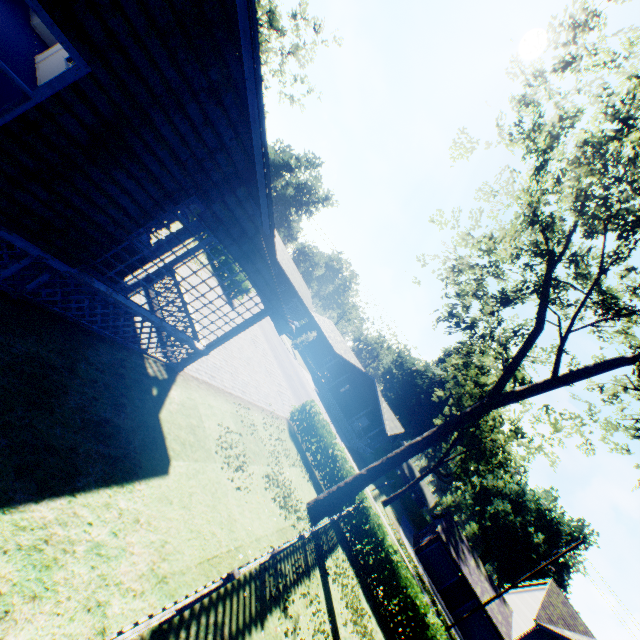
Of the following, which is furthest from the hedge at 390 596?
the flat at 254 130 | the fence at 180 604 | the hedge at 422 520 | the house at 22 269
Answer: the hedge at 422 520

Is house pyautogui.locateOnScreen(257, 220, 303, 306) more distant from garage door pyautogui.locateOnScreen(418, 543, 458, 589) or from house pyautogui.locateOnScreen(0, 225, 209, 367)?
garage door pyautogui.locateOnScreen(418, 543, 458, 589)

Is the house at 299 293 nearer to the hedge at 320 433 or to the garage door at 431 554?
the hedge at 320 433

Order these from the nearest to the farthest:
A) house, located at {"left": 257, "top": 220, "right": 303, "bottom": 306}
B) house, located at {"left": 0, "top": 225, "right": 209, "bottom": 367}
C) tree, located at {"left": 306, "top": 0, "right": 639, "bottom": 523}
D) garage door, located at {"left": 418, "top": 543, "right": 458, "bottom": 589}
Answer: house, located at {"left": 0, "top": 225, "right": 209, "bottom": 367}, tree, located at {"left": 306, "top": 0, "right": 639, "bottom": 523}, garage door, located at {"left": 418, "top": 543, "right": 458, "bottom": 589}, house, located at {"left": 257, "top": 220, "right": 303, "bottom": 306}

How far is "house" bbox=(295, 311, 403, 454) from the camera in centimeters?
3859cm

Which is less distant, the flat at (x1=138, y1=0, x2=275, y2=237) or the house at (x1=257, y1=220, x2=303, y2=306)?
the flat at (x1=138, y1=0, x2=275, y2=237)

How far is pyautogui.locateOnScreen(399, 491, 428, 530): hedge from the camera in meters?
54.6

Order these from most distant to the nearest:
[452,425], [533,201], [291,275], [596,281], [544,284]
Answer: [291,275], [544,284], [452,425], [533,201], [596,281]
